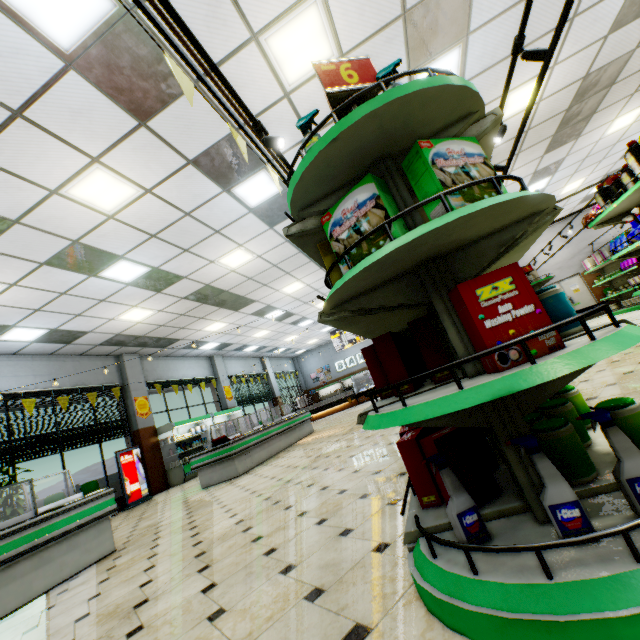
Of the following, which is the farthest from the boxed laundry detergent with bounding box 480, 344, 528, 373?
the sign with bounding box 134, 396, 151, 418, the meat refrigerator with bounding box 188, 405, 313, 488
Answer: the sign with bounding box 134, 396, 151, 418

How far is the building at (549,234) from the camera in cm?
1630

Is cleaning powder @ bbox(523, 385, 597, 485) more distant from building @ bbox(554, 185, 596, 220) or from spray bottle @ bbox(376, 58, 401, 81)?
spray bottle @ bbox(376, 58, 401, 81)

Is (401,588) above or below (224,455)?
below

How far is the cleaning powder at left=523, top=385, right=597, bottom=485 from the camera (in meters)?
1.40

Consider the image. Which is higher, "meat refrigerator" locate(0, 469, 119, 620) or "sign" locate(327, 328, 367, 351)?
"sign" locate(327, 328, 367, 351)

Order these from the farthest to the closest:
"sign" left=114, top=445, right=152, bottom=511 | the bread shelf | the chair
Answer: the bread shelf, "sign" left=114, top=445, right=152, bottom=511, the chair

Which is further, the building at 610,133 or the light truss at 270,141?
the building at 610,133
